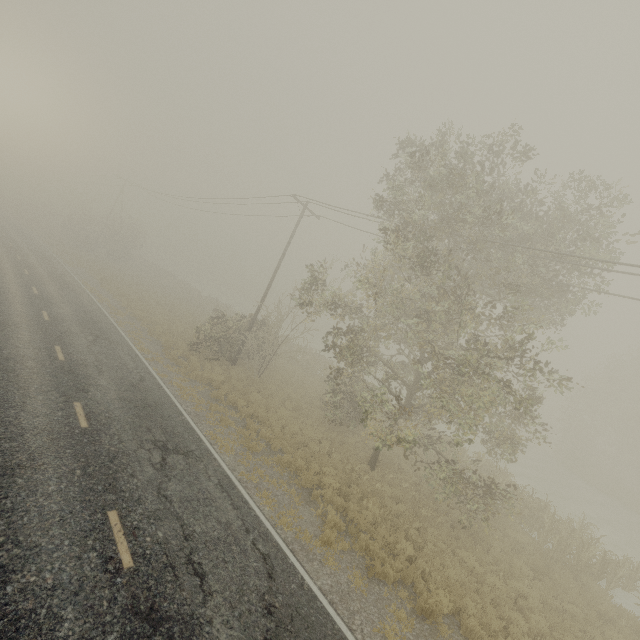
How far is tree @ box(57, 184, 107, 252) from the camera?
44.12m

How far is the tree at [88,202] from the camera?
44.1m

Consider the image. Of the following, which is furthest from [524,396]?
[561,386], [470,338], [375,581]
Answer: [375,581]

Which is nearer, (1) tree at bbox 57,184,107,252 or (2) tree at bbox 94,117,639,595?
(2) tree at bbox 94,117,639,595

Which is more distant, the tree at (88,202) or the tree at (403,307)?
the tree at (88,202)
